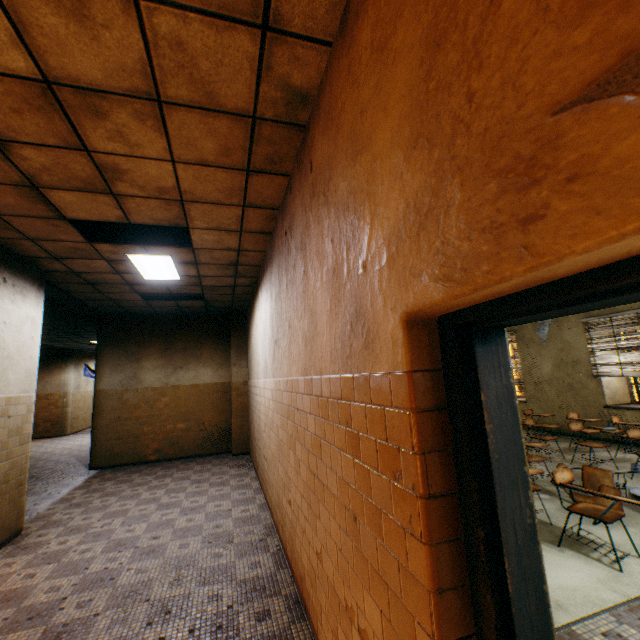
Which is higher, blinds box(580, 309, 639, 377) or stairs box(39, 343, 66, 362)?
stairs box(39, 343, 66, 362)

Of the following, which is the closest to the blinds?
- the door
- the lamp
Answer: the door

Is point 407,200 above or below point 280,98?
below

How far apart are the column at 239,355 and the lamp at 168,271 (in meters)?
3.12

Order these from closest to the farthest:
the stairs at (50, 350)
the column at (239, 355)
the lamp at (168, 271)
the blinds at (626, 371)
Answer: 1. the lamp at (168, 271)
2. the blinds at (626, 371)
3. the column at (239, 355)
4. the stairs at (50, 350)

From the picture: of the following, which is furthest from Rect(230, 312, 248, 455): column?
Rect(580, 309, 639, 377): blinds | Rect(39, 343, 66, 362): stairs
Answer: Rect(580, 309, 639, 377): blinds

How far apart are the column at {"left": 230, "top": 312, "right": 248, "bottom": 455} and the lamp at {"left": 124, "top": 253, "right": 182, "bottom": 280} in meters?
3.1 m
